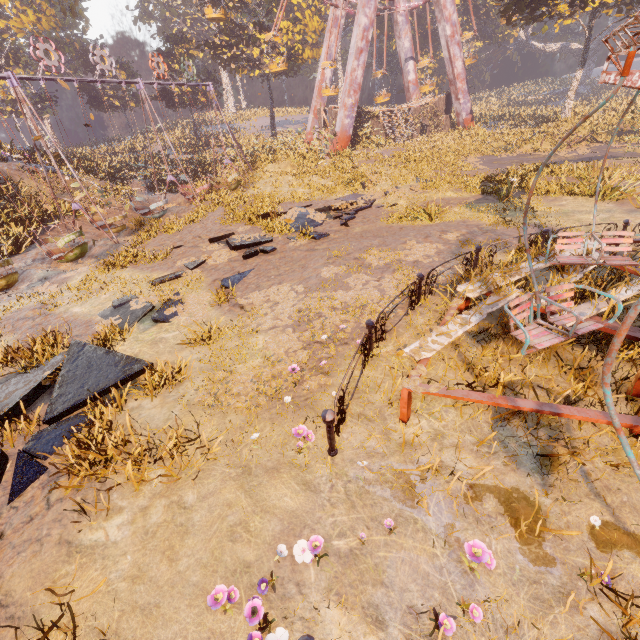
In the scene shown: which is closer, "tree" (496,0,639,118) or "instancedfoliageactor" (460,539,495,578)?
"instancedfoliageactor" (460,539,495,578)

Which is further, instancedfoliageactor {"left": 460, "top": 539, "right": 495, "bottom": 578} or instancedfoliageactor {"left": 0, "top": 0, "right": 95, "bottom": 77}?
instancedfoliageactor {"left": 0, "top": 0, "right": 95, "bottom": 77}

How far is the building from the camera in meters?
32.2

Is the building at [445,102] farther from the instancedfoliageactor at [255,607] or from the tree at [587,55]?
the instancedfoliageactor at [255,607]

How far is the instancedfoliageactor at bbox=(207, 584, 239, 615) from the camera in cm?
270

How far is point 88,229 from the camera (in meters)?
17.91

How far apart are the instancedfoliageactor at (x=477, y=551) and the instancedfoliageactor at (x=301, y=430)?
1.94m

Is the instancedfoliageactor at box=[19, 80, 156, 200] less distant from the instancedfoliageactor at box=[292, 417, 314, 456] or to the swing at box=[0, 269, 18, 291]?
the swing at box=[0, 269, 18, 291]
